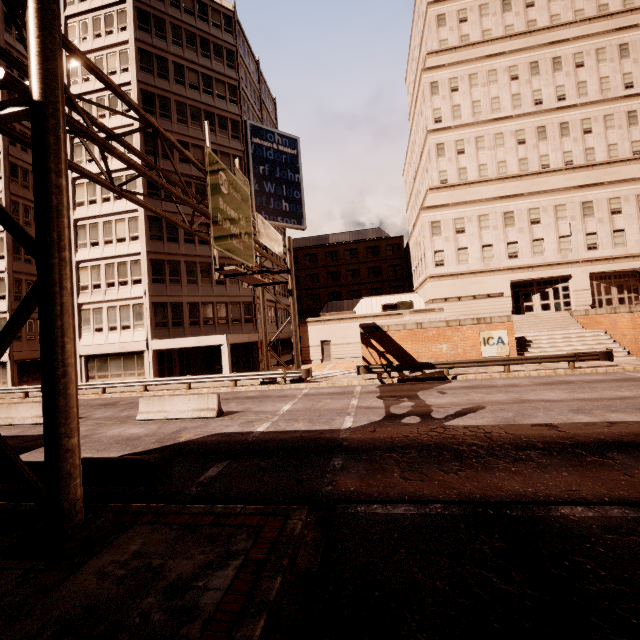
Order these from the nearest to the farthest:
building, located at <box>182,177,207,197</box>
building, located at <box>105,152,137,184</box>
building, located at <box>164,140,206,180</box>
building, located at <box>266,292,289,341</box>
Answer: building, located at <box>105,152,137,184</box>
building, located at <box>164,140,206,180</box>
building, located at <box>182,177,207,197</box>
building, located at <box>266,292,289,341</box>

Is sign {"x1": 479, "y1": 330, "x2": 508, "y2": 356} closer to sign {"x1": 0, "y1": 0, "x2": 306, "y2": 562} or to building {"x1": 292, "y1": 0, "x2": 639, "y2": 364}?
building {"x1": 292, "y1": 0, "x2": 639, "y2": 364}

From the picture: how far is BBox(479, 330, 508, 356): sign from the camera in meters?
22.0 m

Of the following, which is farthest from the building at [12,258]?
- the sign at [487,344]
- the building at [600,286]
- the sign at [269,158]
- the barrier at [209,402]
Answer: the sign at [487,344]

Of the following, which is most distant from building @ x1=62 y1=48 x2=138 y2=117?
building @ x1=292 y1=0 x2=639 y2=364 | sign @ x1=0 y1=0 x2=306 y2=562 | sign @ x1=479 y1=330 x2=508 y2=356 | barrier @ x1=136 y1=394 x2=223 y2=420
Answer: sign @ x1=479 y1=330 x2=508 y2=356

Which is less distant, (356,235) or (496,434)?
(496,434)

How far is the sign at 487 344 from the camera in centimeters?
2195cm
